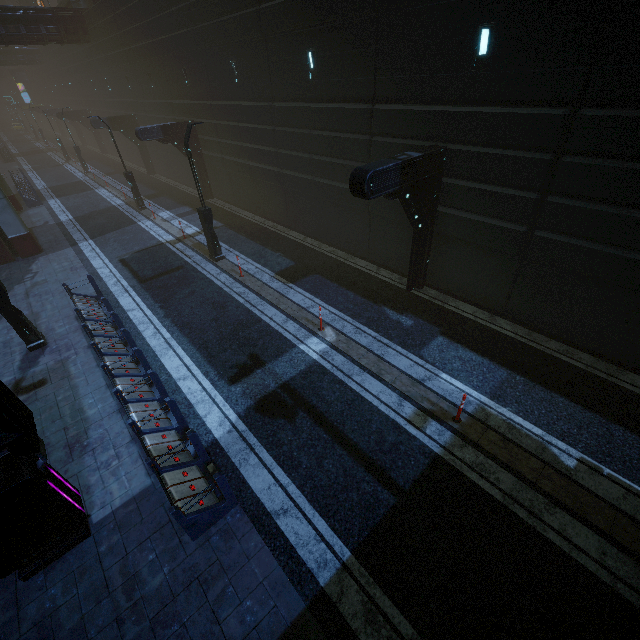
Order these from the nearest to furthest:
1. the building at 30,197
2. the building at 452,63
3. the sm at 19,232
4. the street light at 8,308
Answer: the building at 452,63
the street light at 8,308
the sm at 19,232
the building at 30,197

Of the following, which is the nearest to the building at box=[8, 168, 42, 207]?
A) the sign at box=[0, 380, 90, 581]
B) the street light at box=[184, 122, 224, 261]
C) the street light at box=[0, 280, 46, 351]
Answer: the sign at box=[0, 380, 90, 581]

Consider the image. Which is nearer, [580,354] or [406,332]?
[580,354]

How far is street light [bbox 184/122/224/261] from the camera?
12.5 meters

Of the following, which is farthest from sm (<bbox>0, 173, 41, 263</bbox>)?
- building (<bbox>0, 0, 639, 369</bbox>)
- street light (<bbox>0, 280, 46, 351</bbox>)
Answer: street light (<bbox>0, 280, 46, 351</bbox>)

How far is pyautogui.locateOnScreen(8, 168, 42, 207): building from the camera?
24.3 meters

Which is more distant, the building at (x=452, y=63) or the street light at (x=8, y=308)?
the street light at (x=8, y=308)
